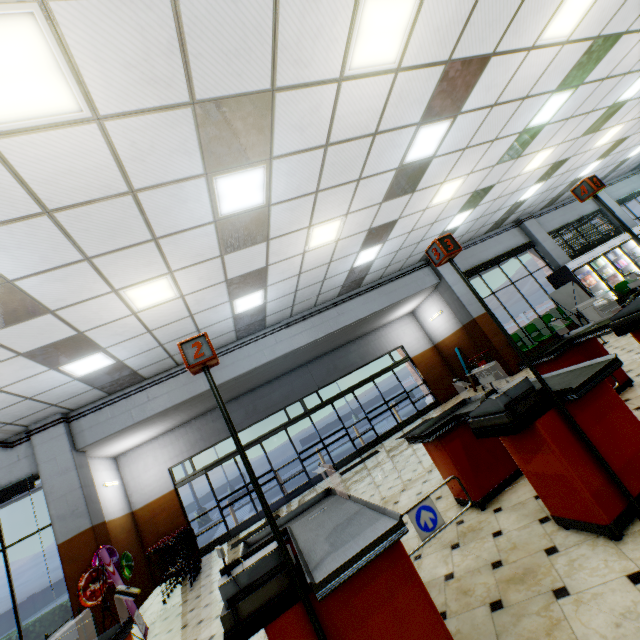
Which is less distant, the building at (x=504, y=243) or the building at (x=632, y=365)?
the building at (x=632, y=365)

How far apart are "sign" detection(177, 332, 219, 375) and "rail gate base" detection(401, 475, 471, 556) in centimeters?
162cm

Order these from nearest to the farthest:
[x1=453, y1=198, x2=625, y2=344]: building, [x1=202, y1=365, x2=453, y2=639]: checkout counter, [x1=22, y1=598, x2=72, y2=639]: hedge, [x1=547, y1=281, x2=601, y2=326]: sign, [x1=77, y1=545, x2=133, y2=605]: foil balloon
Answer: [x1=202, y1=365, x2=453, y2=639]: checkout counter, [x1=77, y1=545, x2=133, y2=605]: foil balloon, [x1=22, y1=598, x2=72, y2=639]: hedge, [x1=547, y1=281, x2=601, y2=326]: sign, [x1=453, y1=198, x2=625, y2=344]: building

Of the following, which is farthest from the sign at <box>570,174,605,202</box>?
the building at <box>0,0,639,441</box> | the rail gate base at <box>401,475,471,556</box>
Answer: the rail gate base at <box>401,475,471,556</box>

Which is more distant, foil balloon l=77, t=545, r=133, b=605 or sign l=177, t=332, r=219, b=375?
foil balloon l=77, t=545, r=133, b=605

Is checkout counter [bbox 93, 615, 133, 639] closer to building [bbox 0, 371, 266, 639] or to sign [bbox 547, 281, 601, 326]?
building [bbox 0, 371, 266, 639]

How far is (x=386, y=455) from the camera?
9.4m

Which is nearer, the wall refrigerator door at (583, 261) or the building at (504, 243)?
the wall refrigerator door at (583, 261)
